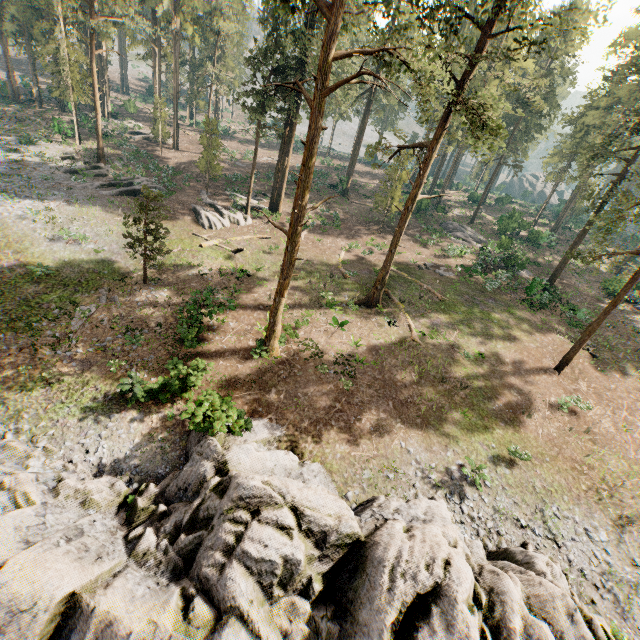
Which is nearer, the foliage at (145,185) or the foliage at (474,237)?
the foliage at (145,185)

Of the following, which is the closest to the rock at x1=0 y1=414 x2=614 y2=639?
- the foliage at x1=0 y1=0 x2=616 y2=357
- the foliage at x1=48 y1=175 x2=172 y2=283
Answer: the foliage at x1=0 y1=0 x2=616 y2=357

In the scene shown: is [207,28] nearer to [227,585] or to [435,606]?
[227,585]

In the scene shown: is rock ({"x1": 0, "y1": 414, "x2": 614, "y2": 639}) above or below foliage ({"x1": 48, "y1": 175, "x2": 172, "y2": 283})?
below

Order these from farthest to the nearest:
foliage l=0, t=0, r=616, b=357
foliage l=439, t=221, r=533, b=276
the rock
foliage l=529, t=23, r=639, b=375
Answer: foliage l=439, t=221, r=533, b=276
foliage l=529, t=23, r=639, b=375
foliage l=0, t=0, r=616, b=357
the rock

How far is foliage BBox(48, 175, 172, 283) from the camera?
19.1 meters

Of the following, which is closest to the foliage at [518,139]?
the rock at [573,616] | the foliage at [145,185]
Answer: the foliage at [145,185]
